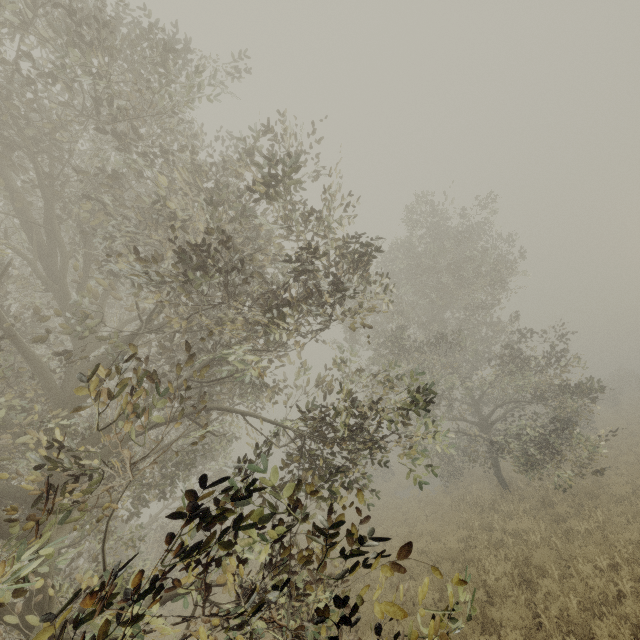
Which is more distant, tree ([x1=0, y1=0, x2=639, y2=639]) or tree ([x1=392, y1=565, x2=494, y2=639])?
tree ([x1=0, y1=0, x2=639, y2=639])

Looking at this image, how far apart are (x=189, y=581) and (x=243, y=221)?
5.8 meters

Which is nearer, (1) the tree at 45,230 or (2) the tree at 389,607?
(2) the tree at 389,607
